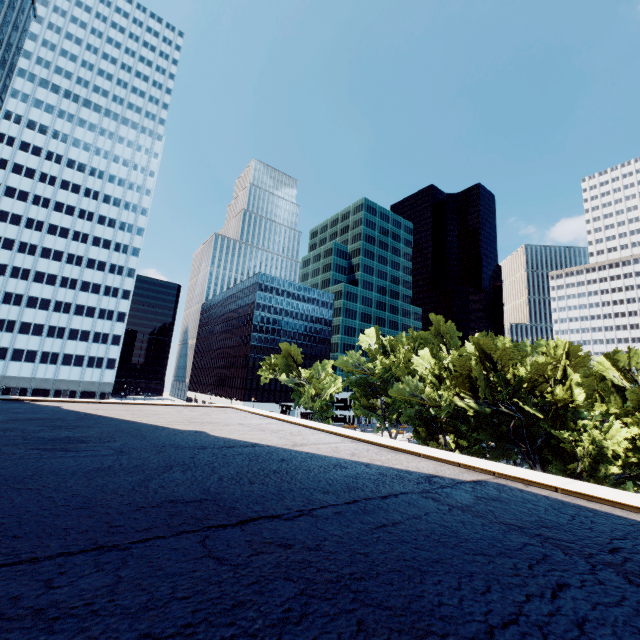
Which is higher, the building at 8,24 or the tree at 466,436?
the building at 8,24

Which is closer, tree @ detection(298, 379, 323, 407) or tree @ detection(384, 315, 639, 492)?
tree @ detection(384, 315, 639, 492)

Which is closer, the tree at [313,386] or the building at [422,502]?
the building at [422,502]

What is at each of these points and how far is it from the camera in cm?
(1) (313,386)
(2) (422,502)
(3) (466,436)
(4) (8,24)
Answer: (1) tree, 5841
(2) building, 486
(3) tree, 3912
(4) building, 3925

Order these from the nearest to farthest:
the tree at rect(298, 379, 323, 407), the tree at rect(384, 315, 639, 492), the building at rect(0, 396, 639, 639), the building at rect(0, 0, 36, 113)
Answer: the building at rect(0, 396, 639, 639), the tree at rect(384, 315, 639, 492), the building at rect(0, 0, 36, 113), the tree at rect(298, 379, 323, 407)

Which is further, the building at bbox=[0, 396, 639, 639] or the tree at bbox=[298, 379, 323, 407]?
the tree at bbox=[298, 379, 323, 407]

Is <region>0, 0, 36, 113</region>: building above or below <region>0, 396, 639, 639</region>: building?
above

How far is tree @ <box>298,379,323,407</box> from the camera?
56.59m
